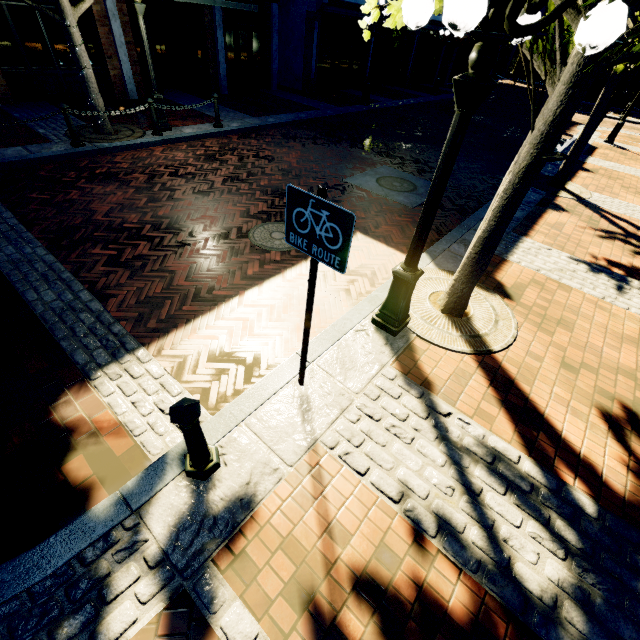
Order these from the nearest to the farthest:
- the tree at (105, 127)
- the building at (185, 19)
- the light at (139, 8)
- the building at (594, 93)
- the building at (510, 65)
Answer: the light at (139, 8), the tree at (105, 127), the building at (185, 19), the building at (594, 93), the building at (510, 65)

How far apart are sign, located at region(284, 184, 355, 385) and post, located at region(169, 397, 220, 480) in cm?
99

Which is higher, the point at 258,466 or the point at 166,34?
the point at 166,34

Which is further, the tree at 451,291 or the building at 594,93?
the building at 594,93

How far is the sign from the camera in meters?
2.0

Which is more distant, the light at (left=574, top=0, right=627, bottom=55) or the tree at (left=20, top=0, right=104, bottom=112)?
the tree at (left=20, top=0, right=104, bottom=112)

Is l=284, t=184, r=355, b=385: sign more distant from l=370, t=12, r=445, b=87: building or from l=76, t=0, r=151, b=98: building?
l=370, t=12, r=445, b=87: building

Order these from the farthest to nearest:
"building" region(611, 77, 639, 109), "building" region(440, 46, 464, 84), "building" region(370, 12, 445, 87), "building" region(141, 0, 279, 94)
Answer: "building" region(611, 77, 639, 109) → "building" region(440, 46, 464, 84) → "building" region(370, 12, 445, 87) → "building" region(141, 0, 279, 94)
